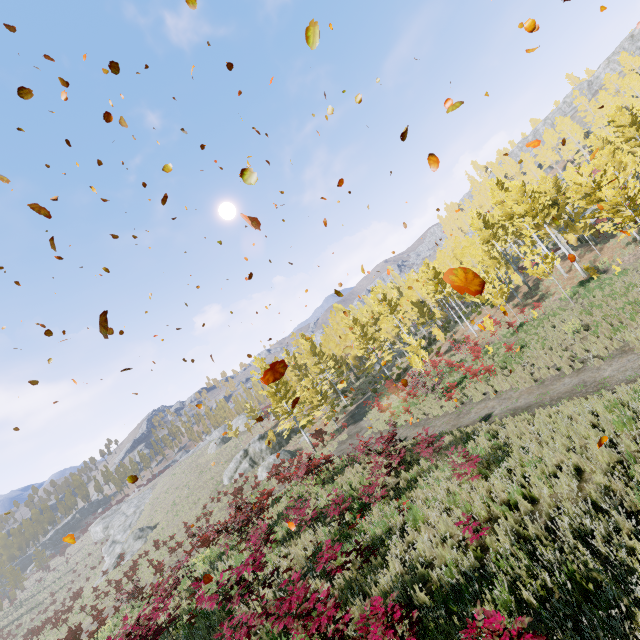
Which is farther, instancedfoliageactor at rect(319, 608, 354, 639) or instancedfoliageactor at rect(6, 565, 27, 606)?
instancedfoliageactor at rect(6, 565, 27, 606)

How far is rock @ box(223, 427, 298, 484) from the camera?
33.6m

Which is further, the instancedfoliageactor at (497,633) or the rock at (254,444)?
the rock at (254,444)

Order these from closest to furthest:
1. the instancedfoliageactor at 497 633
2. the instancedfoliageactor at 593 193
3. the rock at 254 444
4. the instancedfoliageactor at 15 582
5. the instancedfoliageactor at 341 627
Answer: the instancedfoliageactor at 497 633 < the instancedfoliageactor at 341 627 < the instancedfoliageactor at 593 193 < the rock at 254 444 < the instancedfoliageactor at 15 582

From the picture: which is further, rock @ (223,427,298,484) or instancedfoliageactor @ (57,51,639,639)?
rock @ (223,427,298,484)

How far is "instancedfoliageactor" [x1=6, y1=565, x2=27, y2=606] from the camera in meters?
56.8

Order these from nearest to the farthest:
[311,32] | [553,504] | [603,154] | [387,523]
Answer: [311,32] → [553,504] → [387,523] → [603,154]
